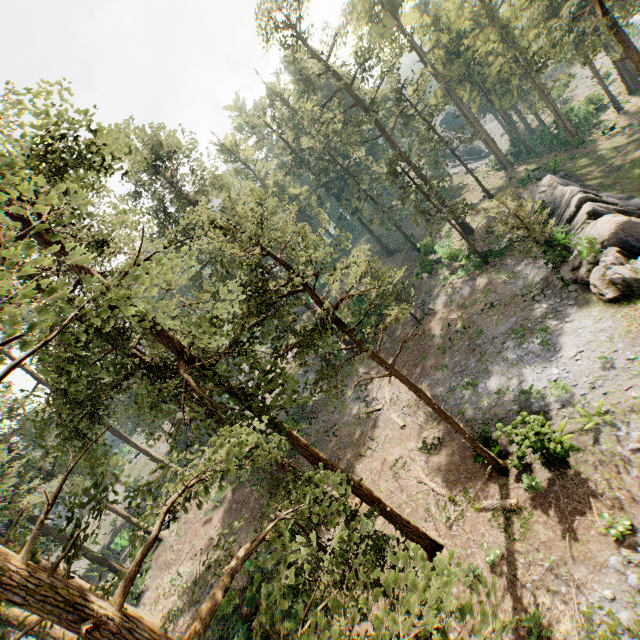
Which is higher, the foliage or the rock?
the foliage

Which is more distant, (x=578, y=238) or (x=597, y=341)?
(x=578, y=238)

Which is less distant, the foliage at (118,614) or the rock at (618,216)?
the foliage at (118,614)

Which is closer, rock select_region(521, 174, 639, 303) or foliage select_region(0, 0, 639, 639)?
foliage select_region(0, 0, 639, 639)

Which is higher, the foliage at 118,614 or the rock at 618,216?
the foliage at 118,614
